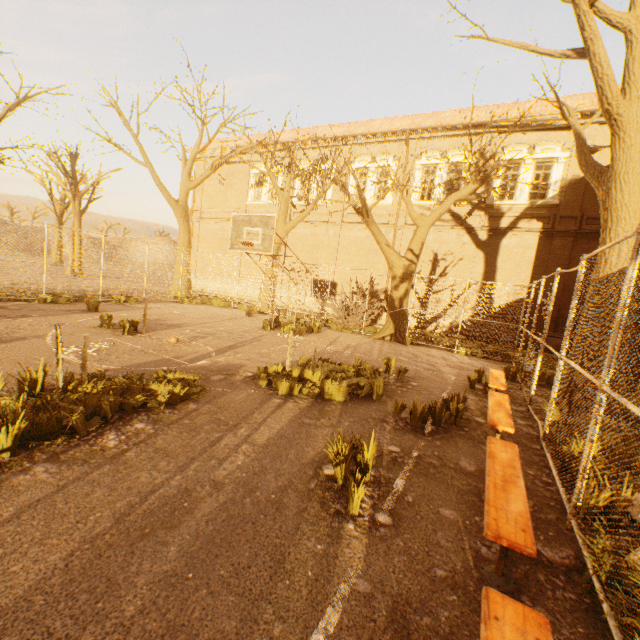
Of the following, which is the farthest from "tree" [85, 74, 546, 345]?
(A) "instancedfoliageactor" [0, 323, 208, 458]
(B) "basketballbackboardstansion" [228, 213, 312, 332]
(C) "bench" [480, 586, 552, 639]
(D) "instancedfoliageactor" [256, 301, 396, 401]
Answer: (A) "instancedfoliageactor" [0, 323, 208, 458]

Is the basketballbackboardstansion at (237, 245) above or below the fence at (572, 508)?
above

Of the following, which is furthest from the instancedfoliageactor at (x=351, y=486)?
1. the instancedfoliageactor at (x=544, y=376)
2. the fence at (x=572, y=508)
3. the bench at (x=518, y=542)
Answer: the instancedfoliageactor at (x=544, y=376)

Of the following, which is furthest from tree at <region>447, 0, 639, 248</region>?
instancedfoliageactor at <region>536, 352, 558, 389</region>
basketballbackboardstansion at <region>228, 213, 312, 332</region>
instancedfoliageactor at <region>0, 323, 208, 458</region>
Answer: instancedfoliageactor at <region>0, 323, 208, 458</region>

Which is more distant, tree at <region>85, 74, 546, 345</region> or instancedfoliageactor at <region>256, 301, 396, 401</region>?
tree at <region>85, 74, 546, 345</region>

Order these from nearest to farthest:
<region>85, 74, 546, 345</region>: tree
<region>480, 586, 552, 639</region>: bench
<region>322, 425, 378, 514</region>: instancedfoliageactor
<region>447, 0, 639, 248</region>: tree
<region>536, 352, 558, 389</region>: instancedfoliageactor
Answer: <region>480, 586, 552, 639</region>: bench < <region>322, 425, 378, 514</region>: instancedfoliageactor < <region>447, 0, 639, 248</region>: tree < <region>536, 352, 558, 389</region>: instancedfoliageactor < <region>85, 74, 546, 345</region>: tree

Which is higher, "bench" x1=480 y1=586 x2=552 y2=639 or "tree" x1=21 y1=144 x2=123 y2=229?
"tree" x1=21 y1=144 x2=123 y2=229

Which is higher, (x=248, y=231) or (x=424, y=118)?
(x=424, y=118)
